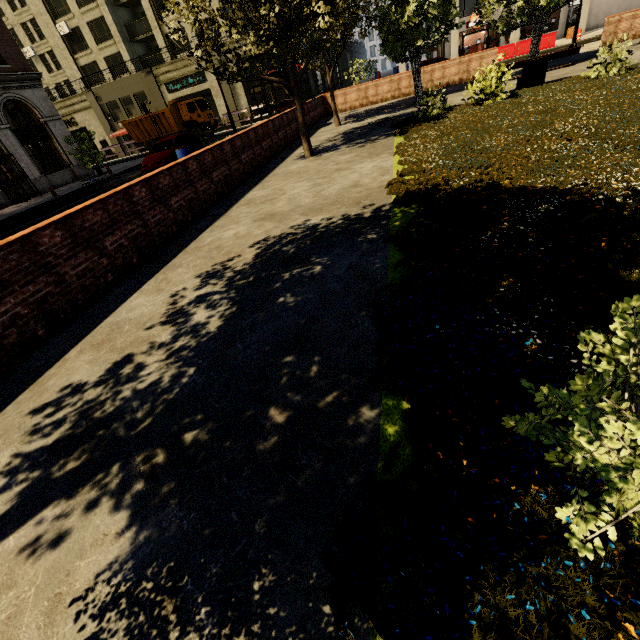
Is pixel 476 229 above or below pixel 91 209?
below

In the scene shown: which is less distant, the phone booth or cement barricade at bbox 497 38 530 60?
the phone booth

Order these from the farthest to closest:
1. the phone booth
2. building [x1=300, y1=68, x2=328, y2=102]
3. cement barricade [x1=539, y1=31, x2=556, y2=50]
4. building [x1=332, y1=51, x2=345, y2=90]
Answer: building [x1=332, y1=51, x2=345, y2=90] < building [x1=300, y1=68, x2=328, y2=102] < cement barricade [x1=539, y1=31, x2=556, y2=50] < the phone booth

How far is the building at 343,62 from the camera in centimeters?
4981cm

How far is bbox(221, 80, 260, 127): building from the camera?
33.31m

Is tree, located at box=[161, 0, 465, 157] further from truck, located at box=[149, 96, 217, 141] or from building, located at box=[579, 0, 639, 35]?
truck, located at box=[149, 96, 217, 141]

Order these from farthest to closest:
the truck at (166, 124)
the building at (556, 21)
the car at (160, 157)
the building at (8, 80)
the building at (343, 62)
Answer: the building at (343, 62) < the building at (556, 21) < the truck at (166, 124) < the building at (8, 80) < the car at (160, 157)
